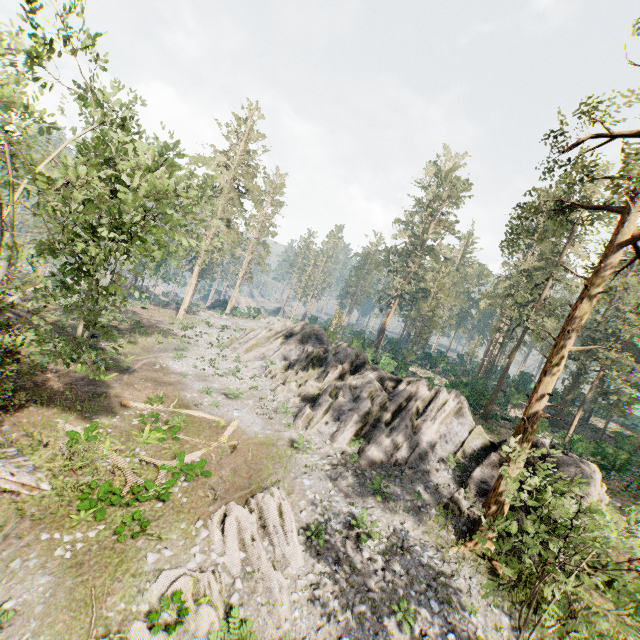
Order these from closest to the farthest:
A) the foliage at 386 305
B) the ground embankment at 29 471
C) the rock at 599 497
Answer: the ground embankment at 29 471 < the rock at 599 497 < the foliage at 386 305

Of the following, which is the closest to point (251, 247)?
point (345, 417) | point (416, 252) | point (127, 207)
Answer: point (127, 207)

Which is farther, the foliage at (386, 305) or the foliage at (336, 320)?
the foliage at (386, 305)

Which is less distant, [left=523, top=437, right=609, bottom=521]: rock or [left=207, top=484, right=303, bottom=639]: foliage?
[left=207, top=484, right=303, bottom=639]: foliage

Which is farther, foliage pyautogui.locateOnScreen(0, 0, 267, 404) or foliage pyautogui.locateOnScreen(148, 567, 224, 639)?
foliage pyautogui.locateOnScreen(148, 567, 224, 639)

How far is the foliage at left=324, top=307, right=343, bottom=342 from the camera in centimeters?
4331cm

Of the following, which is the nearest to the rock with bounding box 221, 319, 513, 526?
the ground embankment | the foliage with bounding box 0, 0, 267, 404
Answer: the foliage with bounding box 0, 0, 267, 404
